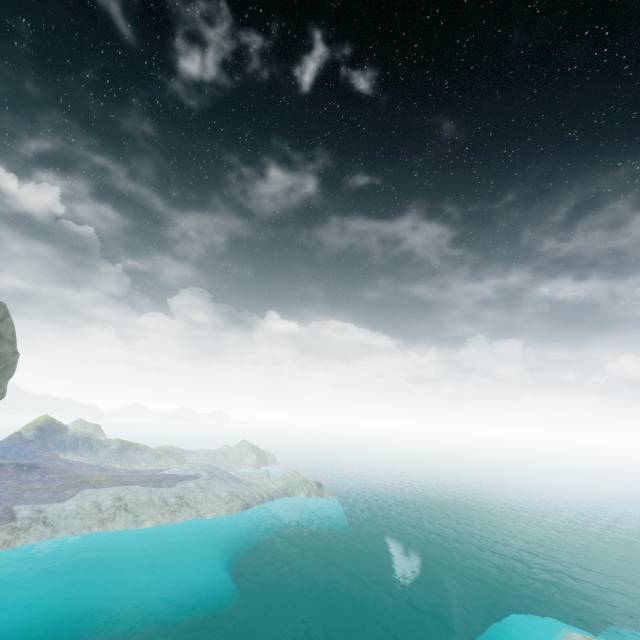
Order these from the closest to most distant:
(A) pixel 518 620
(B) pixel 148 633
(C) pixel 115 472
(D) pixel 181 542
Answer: (A) pixel 518 620
(B) pixel 148 633
(D) pixel 181 542
(C) pixel 115 472
